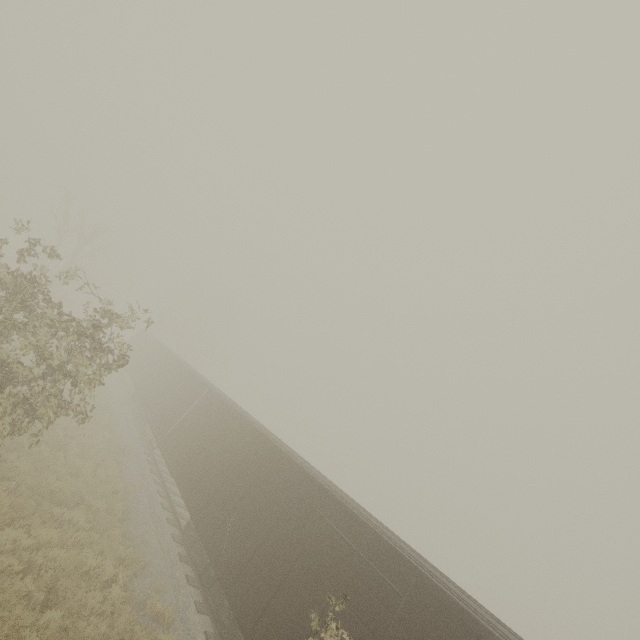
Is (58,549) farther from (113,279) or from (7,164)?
(7,164)
